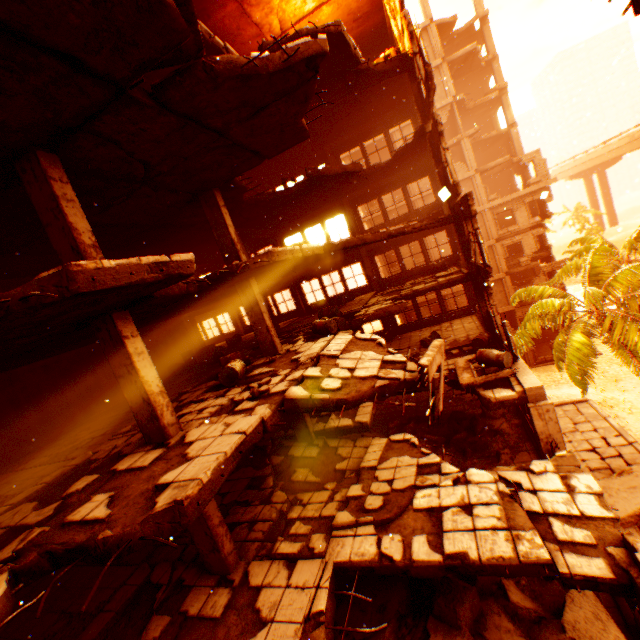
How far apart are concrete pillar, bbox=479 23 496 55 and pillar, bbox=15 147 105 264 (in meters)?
37.53

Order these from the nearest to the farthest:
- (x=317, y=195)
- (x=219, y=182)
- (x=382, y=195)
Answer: (x=219, y=182)
(x=317, y=195)
(x=382, y=195)

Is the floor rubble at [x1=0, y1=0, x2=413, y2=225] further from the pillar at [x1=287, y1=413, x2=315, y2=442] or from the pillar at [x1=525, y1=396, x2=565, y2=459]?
the pillar at [x1=525, y1=396, x2=565, y2=459]

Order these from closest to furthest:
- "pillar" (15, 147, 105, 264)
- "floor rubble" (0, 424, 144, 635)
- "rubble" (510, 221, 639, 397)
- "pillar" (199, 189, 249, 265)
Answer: "floor rubble" (0, 424, 144, 635), "pillar" (15, 147, 105, 264), "pillar" (199, 189, 249, 265), "rubble" (510, 221, 639, 397)

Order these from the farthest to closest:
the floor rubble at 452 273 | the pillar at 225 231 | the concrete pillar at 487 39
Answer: the concrete pillar at 487 39 < the floor rubble at 452 273 < the pillar at 225 231

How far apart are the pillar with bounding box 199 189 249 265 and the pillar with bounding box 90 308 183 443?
4.6 meters

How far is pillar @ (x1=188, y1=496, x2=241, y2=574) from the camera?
6.5m

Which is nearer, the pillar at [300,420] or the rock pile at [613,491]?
the pillar at [300,420]
